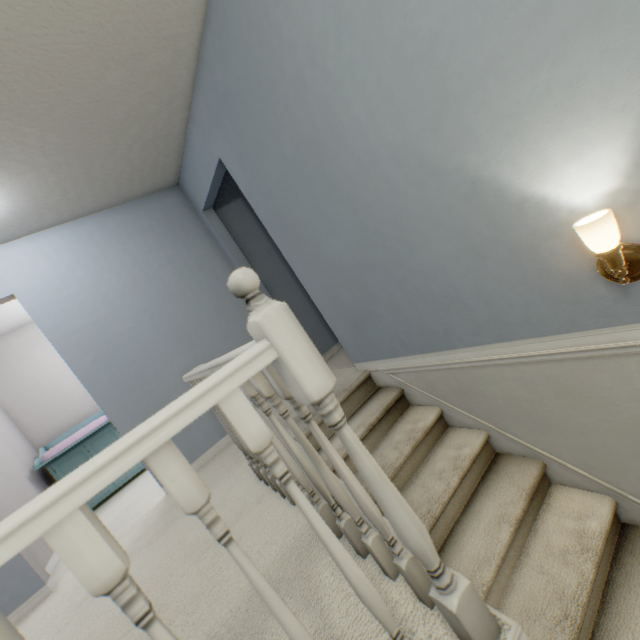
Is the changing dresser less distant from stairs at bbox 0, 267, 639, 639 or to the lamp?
stairs at bbox 0, 267, 639, 639

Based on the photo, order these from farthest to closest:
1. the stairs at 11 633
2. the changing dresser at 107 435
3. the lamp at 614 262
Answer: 1. the changing dresser at 107 435
2. the lamp at 614 262
3. the stairs at 11 633

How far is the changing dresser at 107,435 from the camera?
3.7 meters

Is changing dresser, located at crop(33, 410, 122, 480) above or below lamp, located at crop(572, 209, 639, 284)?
above

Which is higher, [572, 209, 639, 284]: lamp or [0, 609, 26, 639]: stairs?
[0, 609, 26, 639]: stairs

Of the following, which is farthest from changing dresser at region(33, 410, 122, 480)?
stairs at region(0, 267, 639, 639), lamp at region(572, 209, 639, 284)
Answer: lamp at region(572, 209, 639, 284)

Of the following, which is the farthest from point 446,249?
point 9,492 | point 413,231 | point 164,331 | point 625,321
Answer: point 9,492
